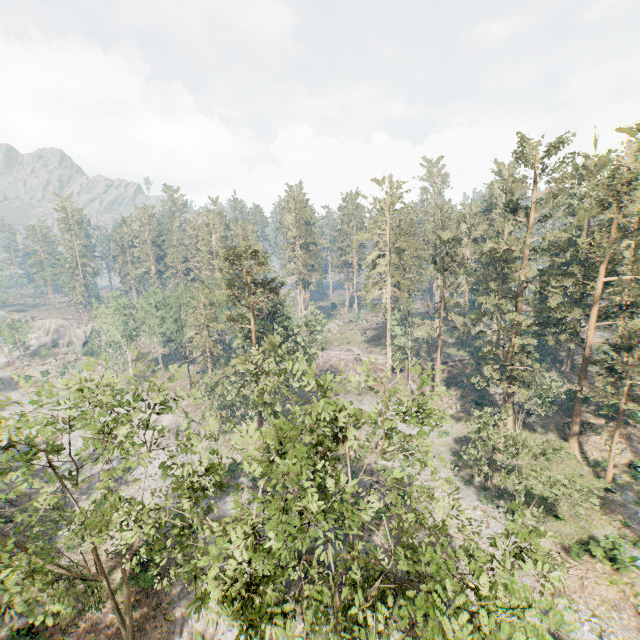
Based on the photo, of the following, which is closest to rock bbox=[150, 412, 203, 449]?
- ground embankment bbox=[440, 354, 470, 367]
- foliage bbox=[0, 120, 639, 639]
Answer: foliage bbox=[0, 120, 639, 639]

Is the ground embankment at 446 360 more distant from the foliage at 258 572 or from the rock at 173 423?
the rock at 173 423

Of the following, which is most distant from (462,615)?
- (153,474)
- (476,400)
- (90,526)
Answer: (476,400)

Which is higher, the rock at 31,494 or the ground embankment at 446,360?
the ground embankment at 446,360

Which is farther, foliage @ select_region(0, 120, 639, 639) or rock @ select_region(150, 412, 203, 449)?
rock @ select_region(150, 412, 203, 449)

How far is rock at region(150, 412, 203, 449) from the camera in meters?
44.0

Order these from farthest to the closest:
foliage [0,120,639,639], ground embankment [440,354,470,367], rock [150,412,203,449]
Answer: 1. ground embankment [440,354,470,367]
2. rock [150,412,203,449]
3. foliage [0,120,639,639]
